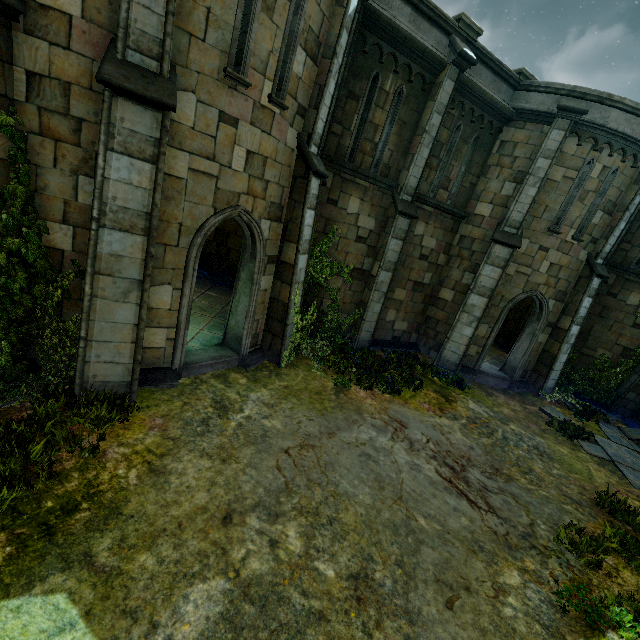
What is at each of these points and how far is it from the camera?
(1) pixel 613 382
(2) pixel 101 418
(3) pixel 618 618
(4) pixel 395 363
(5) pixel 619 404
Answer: (1) plant, 13.80m
(2) plant, 5.36m
(3) plant, 4.57m
(4) plant, 11.43m
(5) stone column, 13.64m

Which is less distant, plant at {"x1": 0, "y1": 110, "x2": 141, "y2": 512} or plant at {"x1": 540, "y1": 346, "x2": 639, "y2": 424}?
plant at {"x1": 0, "y1": 110, "x2": 141, "y2": 512}

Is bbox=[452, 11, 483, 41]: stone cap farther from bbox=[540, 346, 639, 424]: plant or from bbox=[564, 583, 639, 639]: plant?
bbox=[564, 583, 639, 639]: plant

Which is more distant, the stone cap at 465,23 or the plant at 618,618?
the stone cap at 465,23

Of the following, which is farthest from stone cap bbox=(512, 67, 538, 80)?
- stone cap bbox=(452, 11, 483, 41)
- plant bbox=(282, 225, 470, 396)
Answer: plant bbox=(282, 225, 470, 396)

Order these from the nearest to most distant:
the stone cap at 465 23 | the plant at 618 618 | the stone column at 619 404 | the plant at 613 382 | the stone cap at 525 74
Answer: the plant at 618 618, the stone cap at 465 23, the stone cap at 525 74, the plant at 613 382, the stone column at 619 404

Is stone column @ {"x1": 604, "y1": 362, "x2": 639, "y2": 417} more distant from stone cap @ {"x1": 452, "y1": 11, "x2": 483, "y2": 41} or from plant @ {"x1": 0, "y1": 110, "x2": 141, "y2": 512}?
plant @ {"x1": 0, "y1": 110, "x2": 141, "y2": 512}

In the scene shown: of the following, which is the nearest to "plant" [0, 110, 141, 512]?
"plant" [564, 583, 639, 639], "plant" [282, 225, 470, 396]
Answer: "plant" [282, 225, 470, 396]
